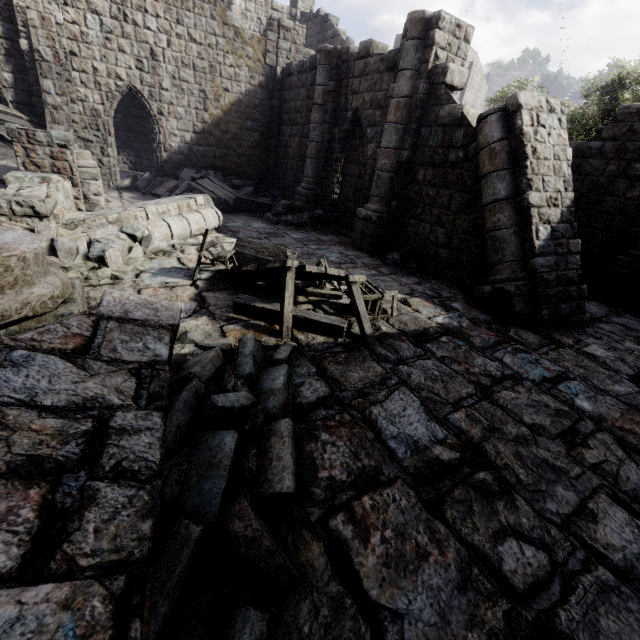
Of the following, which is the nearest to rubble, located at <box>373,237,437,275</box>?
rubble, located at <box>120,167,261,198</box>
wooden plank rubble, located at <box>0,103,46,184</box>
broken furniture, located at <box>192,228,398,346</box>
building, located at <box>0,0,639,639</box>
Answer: building, located at <box>0,0,639,639</box>

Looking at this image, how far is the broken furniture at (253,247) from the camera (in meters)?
4.79

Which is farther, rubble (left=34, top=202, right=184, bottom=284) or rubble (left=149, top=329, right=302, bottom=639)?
rubble (left=34, top=202, right=184, bottom=284)

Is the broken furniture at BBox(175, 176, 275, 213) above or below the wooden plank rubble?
Result: below

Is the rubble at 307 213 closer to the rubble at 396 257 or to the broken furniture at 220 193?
the broken furniture at 220 193

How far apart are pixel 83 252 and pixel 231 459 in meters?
5.8

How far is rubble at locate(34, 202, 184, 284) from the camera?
5.7m

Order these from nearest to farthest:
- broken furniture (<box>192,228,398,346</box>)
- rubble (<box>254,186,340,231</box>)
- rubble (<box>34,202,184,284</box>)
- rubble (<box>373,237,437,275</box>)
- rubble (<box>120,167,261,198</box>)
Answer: broken furniture (<box>192,228,398,346</box>) → rubble (<box>34,202,184,284</box>) → rubble (<box>373,237,437,275</box>) → rubble (<box>254,186,340,231</box>) → rubble (<box>120,167,261,198</box>)
